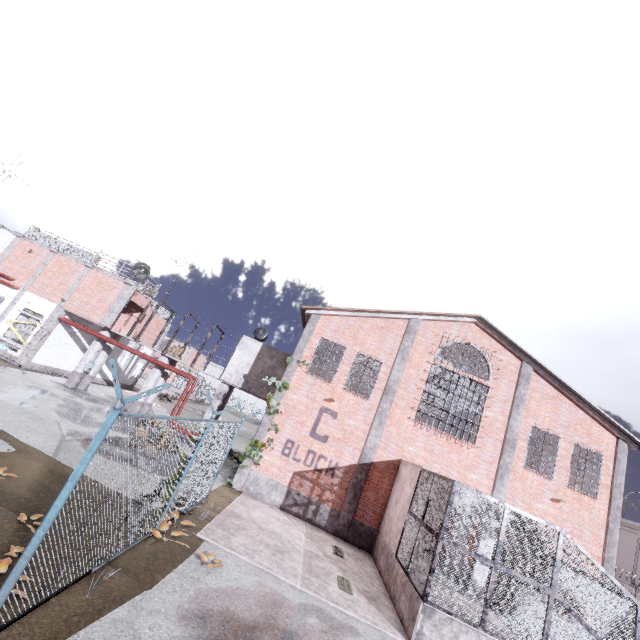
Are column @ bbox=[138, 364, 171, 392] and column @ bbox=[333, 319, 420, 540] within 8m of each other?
no

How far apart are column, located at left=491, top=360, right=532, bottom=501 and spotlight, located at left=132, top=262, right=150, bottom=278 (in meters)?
22.31

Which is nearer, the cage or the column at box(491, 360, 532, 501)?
the column at box(491, 360, 532, 501)

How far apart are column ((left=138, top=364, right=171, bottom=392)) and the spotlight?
5.0m

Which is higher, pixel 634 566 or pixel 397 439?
pixel 397 439

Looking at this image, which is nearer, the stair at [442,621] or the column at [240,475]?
the stair at [442,621]

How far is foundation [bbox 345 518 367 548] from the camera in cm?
1370

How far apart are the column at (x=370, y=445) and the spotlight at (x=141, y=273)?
16.4m
